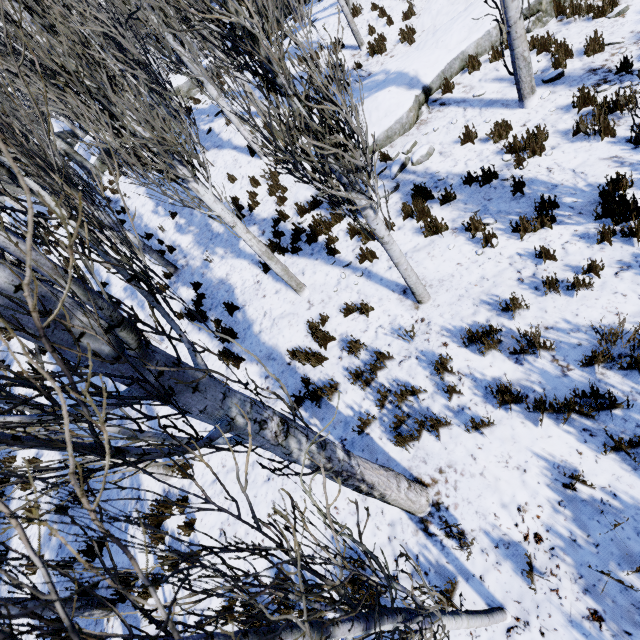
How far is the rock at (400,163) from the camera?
7.51m

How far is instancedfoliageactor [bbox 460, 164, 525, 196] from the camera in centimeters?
561cm

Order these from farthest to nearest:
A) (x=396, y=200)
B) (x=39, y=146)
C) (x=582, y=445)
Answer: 1. (x=39, y=146)
2. (x=396, y=200)
3. (x=582, y=445)

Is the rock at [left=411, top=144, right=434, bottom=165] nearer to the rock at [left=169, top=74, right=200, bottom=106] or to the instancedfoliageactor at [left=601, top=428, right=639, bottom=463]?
the instancedfoliageactor at [left=601, top=428, right=639, bottom=463]

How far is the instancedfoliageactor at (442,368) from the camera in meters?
4.3

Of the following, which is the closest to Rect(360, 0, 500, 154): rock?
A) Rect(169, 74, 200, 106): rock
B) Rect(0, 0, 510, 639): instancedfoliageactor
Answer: Answer: Rect(0, 0, 510, 639): instancedfoliageactor

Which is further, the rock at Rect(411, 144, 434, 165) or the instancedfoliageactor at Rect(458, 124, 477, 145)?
the rock at Rect(411, 144, 434, 165)
